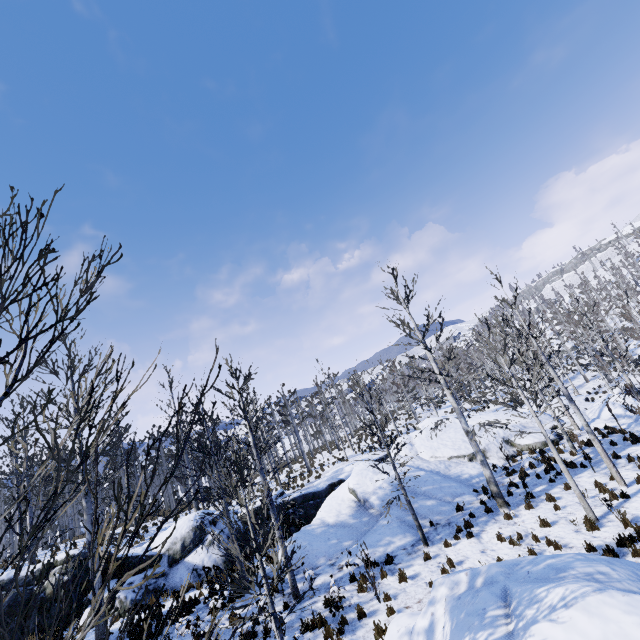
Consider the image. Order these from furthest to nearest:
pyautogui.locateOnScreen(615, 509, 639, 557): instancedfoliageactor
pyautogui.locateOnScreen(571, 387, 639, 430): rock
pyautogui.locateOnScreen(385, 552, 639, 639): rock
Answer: pyautogui.locateOnScreen(571, 387, 639, 430): rock
pyautogui.locateOnScreen(615, 509, 639, 557): instancedfoliageactor
pyautogui.locateOnScreen(385, 552, 639, 639): rock

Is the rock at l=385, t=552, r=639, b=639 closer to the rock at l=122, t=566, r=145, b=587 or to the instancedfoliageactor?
the instancedfoliageactor

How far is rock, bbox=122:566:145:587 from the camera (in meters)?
14.31

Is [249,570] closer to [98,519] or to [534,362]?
[98,519]

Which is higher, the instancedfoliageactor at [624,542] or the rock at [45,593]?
the rock at [45,593]

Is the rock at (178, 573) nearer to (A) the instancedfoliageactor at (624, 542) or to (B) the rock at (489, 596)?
(A) the instancedfoliageactor at (624, 542)

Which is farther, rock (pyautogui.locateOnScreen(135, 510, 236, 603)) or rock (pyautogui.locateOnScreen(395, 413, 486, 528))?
rock (pyautogui.locateOnScreen(135, 510, 236, 603))
